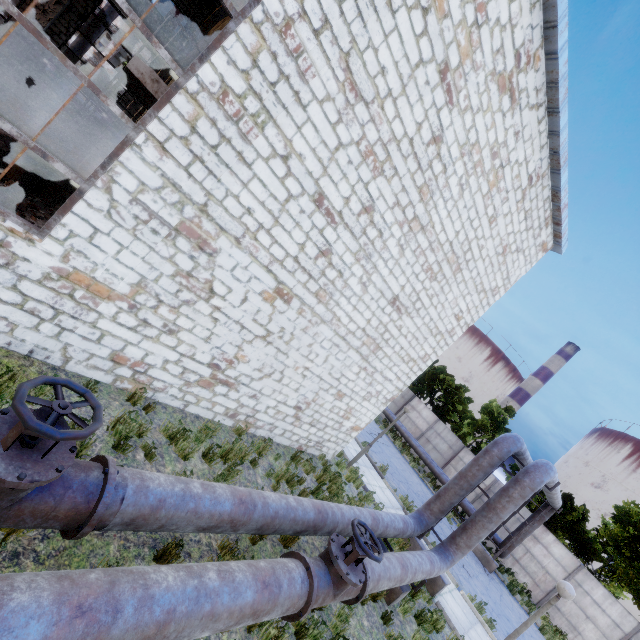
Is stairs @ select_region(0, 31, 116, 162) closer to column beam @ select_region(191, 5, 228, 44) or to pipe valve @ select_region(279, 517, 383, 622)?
column beam @ select_region(191, 5, 228, 44)

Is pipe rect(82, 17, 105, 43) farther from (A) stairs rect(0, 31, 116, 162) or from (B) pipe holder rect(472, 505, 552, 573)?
(B) pipe holder rect(472, 505, 552, 573)

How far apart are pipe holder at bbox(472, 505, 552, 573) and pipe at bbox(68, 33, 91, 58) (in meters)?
33.03

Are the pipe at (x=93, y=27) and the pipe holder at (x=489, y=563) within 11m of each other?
no

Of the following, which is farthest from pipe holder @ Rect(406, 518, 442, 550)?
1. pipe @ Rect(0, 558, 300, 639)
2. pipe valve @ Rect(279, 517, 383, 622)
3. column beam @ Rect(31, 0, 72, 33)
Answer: column beam @ Rect(31, 0, 72, 33)

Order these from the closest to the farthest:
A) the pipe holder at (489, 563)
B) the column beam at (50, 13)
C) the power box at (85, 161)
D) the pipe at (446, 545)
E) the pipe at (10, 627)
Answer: the pipe at (10, 627), the pipe at (446, 545), the power box at (85, 161), the column beam at (50, 13), the pipe holder at (489, 563)

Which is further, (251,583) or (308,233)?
(308,233)

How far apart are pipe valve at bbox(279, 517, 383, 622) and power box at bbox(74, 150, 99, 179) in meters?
14.9
